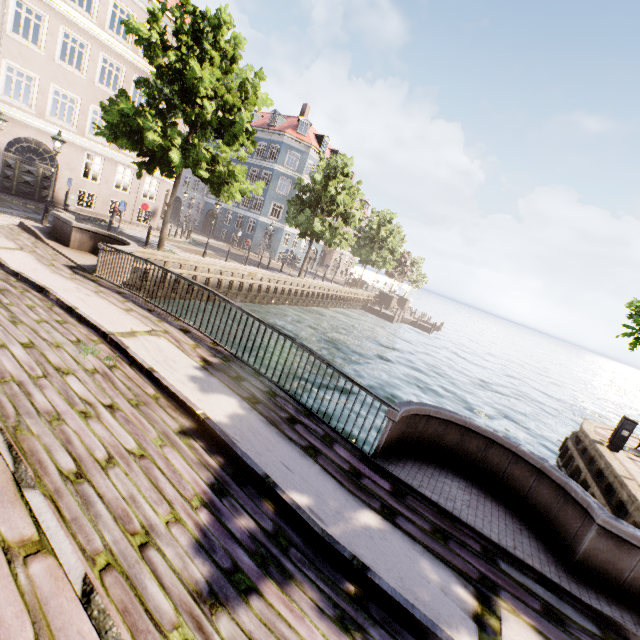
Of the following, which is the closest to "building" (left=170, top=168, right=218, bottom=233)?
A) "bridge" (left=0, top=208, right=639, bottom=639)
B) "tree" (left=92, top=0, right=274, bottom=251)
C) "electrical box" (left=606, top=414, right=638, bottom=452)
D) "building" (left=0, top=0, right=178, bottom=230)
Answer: "tree" (left=92, top=0, right=274, bottom=251)

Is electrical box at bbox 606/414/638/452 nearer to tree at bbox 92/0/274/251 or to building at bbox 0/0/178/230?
tree at bbox 92/0/274/251

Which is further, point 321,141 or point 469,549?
point 321,141

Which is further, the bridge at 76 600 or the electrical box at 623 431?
the electrical box at 623 431

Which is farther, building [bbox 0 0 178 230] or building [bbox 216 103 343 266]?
building [bbox 216 103 343 266]

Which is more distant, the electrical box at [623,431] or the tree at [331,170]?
the tree at [331,170]

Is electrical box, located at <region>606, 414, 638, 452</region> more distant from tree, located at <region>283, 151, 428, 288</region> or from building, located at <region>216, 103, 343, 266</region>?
building, located at <region>216, 103, 343, 266</region>

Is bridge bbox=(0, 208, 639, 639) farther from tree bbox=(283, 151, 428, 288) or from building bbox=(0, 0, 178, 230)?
building bbox=(0, 0, 178, 230)
